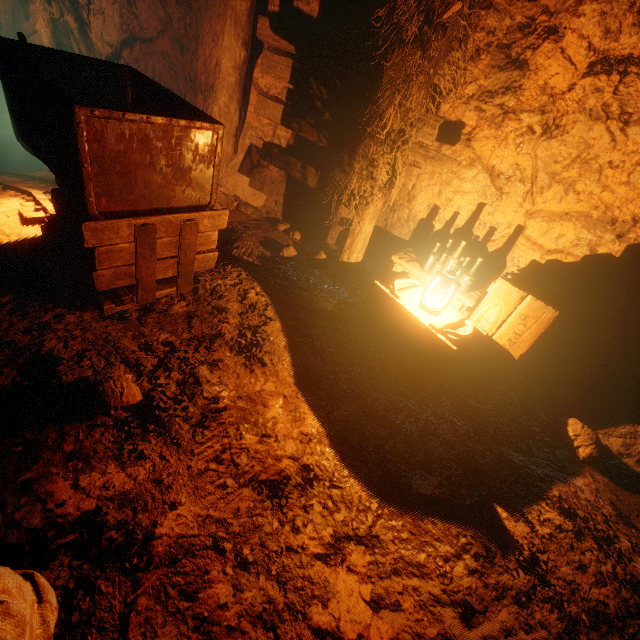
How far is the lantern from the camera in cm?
299

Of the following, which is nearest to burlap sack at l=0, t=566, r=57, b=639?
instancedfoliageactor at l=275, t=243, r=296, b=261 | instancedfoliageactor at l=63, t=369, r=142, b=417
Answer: instancedfoliageactor at l=63, t=369, r=142, b=417

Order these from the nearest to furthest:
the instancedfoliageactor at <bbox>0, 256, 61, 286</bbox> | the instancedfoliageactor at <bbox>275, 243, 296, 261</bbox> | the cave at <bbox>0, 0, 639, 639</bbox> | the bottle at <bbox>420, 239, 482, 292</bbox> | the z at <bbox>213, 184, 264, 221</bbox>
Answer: the cave at <bbox>0, 0, 639, 639</bbox>
the instancedfoliageactor at <bbox>0, 256, 61, 286</bbox>
the bottle at <bbox>420, 239, 482, 292</bbox>
the instancedfoliageactor at <bbox>275, 243, 296, 261</bbox>
the z at <bbox>213, 184, 264, 221</bbox>

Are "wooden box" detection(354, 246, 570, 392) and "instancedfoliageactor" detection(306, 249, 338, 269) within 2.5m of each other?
yes

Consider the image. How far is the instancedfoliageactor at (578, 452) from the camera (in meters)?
2.89

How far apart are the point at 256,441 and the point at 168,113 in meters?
2.9 m

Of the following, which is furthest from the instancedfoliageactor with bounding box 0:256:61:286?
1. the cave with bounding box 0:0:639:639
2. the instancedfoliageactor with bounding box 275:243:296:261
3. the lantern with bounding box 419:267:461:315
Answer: the lantern with bounding box 419:267:461:315

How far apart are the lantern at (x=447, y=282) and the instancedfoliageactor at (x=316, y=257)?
1.52m
